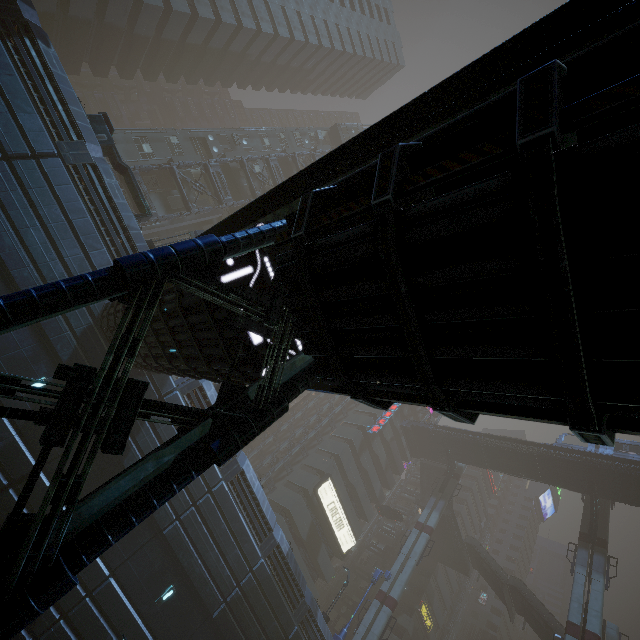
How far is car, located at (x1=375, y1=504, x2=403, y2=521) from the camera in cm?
4669

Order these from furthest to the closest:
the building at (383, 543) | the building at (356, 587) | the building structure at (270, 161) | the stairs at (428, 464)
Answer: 1. the building at (383, 543)
2. the stairs at (428, 464)
3. the building at (356, 587)
4. the building structure at (270, 161)

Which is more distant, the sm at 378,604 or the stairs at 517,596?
the stairs at 517,596

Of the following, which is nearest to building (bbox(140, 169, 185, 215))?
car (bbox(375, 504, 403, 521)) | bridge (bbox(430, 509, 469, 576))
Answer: bridge (bbox(430, 509, 469, 576))

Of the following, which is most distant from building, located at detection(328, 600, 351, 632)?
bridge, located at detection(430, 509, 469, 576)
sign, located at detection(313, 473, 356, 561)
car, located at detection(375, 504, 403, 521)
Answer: car, located at detection(375, 504, 403, 521)

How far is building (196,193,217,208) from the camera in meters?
31.9

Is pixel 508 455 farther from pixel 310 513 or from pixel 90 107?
pixel 90 107
